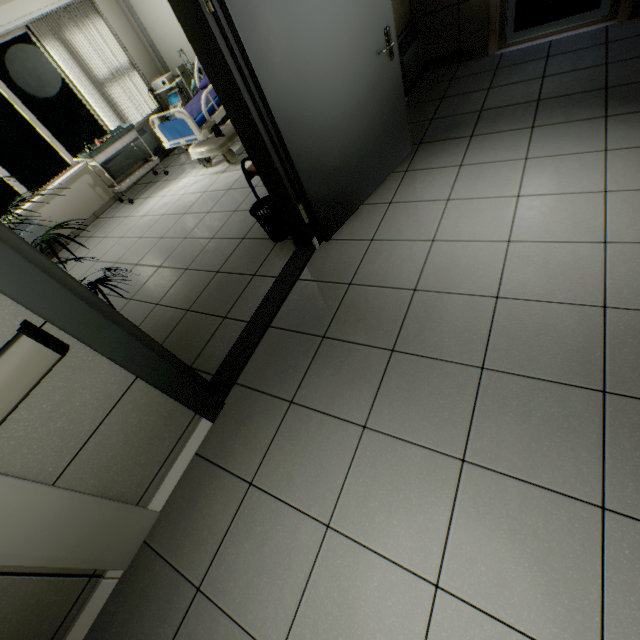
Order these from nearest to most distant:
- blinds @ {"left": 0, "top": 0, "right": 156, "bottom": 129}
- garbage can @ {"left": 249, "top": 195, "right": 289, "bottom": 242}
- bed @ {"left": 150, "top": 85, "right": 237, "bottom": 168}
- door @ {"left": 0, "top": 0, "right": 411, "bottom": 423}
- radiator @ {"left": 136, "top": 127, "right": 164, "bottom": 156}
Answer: door @ {"left": 0, "top": 0, "right": 411, "bottom": 423} < garbage can @ {"left": 249, "top": 195, "right": 289, "bottom": 242} < bed @ {"left": 150, "top": 85, "right": 237, "bottom": 168} < blinds @ {"left": 0, "top": 0, "right": 156, "bottom": 129} < radiator @ {"left": 136, "top": 127, "right": 164, "bottom": 156}

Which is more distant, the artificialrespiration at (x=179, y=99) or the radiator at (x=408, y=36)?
the artificialrespiration at (x=179, y=99)

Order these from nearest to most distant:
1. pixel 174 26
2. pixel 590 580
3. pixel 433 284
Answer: pixel 590 580, pixel 433 284, pixel 174 26

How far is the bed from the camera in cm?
426

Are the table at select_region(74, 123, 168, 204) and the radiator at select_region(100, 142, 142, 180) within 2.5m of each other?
yes

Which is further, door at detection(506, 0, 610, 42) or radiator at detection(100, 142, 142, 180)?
radiator at detection(100, 142, 142, 180)

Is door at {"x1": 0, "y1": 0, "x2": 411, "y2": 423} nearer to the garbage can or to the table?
the garbage can

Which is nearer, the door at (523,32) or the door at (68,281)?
the door at (68,281)
